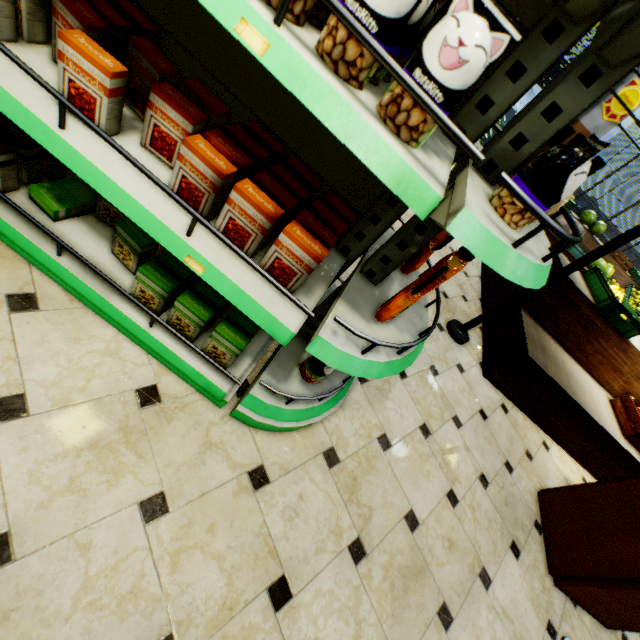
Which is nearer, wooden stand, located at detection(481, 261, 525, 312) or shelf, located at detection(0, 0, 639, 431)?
shelf, located at detection(0, 0, 639, 431)

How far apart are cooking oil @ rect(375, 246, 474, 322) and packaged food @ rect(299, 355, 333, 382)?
0.4m

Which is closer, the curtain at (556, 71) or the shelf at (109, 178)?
the shelf at (109, 178)

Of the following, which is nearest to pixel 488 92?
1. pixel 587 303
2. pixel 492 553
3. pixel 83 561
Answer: pixel 83 561

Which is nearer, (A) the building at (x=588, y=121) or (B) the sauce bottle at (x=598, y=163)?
(B) the sauce bottle at (x=598, y=163)

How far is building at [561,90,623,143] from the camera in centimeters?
764cm

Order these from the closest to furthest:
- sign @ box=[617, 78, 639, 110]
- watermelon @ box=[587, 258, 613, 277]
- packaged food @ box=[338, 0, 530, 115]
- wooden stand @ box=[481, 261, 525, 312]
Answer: packaged food @ box=[338, 0, 530, 115] < wooden stand @ box=[481, 261, 525, 312] < sign @ box=[617, 78, 639, 110] < watermelon @ box=[587, 258, 613, 277]

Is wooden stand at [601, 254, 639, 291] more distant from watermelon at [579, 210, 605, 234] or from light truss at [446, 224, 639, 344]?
light truss at [446, 224, 639, 344]
